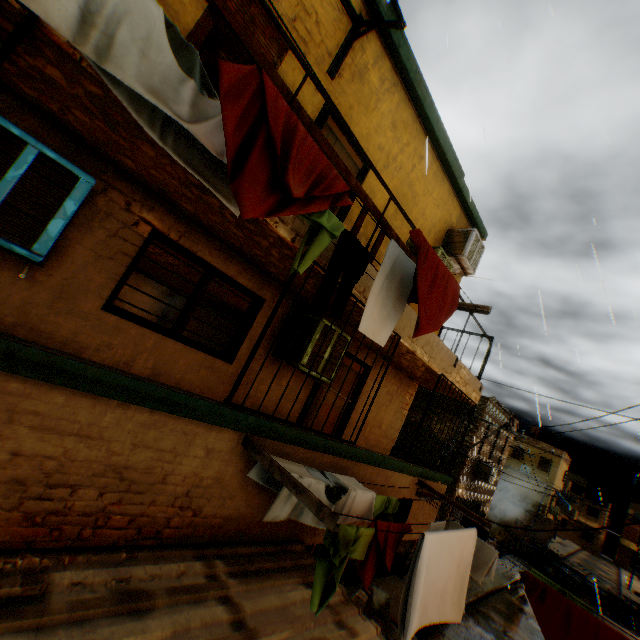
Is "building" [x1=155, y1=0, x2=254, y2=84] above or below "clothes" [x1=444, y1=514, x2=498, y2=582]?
above

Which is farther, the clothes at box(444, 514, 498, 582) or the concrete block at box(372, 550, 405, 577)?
the concrete block at box(372, 550, 405, 577)

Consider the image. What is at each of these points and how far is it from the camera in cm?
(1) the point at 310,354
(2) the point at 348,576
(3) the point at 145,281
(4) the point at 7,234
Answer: (1) air conditioner, 461
(2) concrete block, 1027
(3) building, 2083
(4) air conditioner, 237

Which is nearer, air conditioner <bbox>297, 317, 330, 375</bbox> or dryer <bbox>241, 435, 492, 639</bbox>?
dryer <bbox>241, 435, 492, 639</bbox>

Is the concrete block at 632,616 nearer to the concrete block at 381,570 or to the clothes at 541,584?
the concrete block at 381,570

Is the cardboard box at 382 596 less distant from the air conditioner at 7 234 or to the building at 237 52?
the building at 237 52

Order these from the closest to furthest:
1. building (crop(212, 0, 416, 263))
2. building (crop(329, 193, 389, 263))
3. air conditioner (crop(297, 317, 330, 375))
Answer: building (crop(212, 0, 416, 263)), building (crop(329, 193, 389, 263)), air conditioner (crop(297, 317, 330, 375))

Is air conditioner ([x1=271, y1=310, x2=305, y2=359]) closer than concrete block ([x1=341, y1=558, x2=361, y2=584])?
Yes
